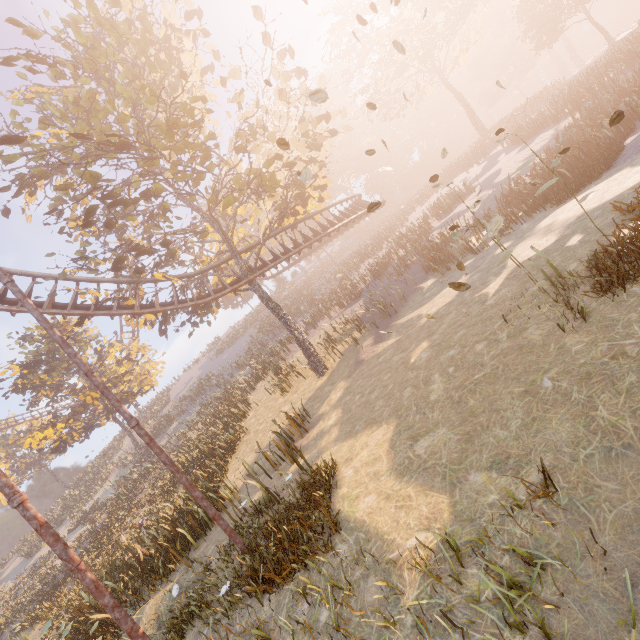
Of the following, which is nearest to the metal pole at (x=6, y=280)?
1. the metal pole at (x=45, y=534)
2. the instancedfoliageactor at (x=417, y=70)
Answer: the metal pole at (x=45, y=534)

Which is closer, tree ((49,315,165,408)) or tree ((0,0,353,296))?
tree ((0,0,353,296))

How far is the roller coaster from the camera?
14.7 meters

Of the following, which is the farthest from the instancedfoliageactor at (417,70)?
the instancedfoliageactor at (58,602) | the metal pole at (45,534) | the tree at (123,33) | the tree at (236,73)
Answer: the instancedfoliageactor at (58,602)

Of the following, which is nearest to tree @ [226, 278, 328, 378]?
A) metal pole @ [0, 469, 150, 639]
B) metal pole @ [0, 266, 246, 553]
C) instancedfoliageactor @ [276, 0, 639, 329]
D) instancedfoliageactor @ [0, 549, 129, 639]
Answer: metal pole @ [0, 266, 246, 553]

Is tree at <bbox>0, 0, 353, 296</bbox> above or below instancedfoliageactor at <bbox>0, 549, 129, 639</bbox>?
above

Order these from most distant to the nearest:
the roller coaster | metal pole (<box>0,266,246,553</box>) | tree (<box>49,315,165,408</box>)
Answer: tree (<box>49,315,165,408</box>)
the roller coaster
metal pole (<box>0,266,246,553</box>)

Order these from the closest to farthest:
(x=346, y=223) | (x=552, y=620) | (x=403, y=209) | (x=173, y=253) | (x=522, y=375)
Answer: (x=552, y=620)
(x=522, y=375)
(x=173, y=253)
(x=346, y=223)
(x=403, y=209)
